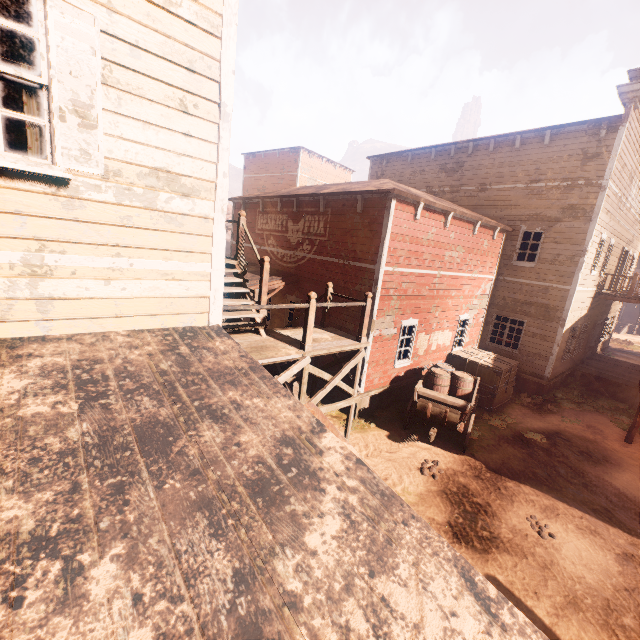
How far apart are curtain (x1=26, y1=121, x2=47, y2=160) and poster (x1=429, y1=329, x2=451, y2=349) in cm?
1144

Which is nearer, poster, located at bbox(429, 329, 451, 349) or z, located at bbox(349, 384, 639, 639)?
z, located at bbox(349, 384, 639, 639)

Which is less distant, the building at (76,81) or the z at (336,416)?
the building at (76,81)

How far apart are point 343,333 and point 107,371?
5.8m

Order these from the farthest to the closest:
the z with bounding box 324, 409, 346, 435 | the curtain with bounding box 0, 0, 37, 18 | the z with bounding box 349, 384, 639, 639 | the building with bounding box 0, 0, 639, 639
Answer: the z with bounding box 324, 409, 346, 435
the z with bounding box 349, 384, 639, 639
the curtain with bounding box 0, 0, 37, 18
the building with bounding box 0, 0, 639, 639

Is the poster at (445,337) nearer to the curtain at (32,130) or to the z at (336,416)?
the z at (336,416)

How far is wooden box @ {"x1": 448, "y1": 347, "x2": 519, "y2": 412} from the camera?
12.2 meters

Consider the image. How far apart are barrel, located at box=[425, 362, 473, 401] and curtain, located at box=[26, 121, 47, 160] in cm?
985
